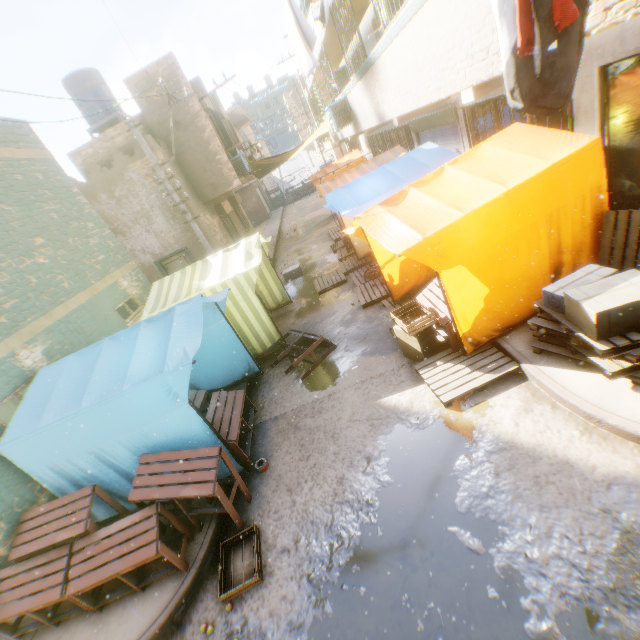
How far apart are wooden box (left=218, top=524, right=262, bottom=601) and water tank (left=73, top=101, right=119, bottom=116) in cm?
1678

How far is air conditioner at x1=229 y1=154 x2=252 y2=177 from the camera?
14.4m

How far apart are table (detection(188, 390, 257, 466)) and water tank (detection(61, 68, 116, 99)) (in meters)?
14.14

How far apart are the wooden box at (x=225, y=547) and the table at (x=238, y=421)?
0.9 meters

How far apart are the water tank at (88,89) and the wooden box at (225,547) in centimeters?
1678cm

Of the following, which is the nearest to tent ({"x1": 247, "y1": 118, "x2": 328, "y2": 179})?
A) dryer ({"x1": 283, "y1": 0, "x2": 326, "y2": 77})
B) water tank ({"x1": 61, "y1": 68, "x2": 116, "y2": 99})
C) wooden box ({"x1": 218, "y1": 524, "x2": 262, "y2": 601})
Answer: dryer ({"x1": 283, "y1": 0, "x2": 326, "y2": 77})

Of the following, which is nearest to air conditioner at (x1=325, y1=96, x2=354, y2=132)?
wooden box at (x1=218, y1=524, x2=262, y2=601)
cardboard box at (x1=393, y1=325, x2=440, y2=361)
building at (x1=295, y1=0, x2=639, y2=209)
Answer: building at (x1=295, y1=0, x2=639, y2=209)

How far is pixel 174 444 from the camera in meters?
4.6 m
